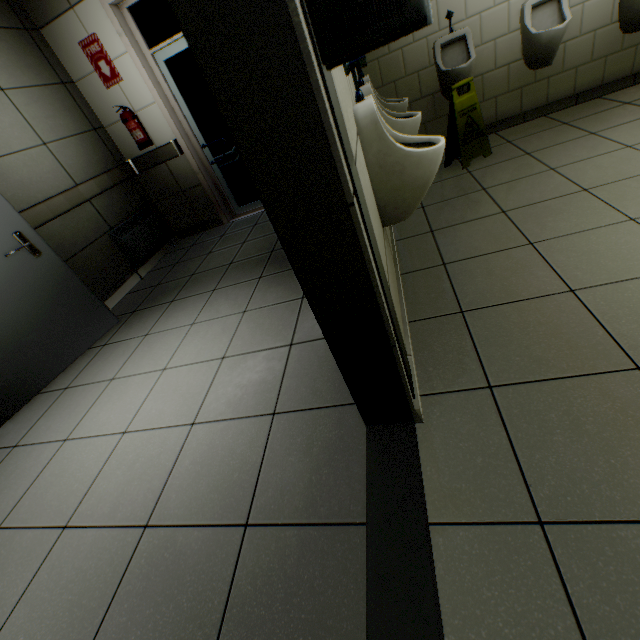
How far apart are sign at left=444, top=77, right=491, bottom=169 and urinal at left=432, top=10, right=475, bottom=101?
0.30m

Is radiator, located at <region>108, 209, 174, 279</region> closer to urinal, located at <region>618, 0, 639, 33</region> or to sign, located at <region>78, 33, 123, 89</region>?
sign, located at <region>78, 33, 123, 89</region>

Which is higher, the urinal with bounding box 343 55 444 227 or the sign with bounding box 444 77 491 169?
the urinal with bounding box 343 55 444 227

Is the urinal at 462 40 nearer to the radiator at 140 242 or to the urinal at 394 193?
the urinal at 394 193

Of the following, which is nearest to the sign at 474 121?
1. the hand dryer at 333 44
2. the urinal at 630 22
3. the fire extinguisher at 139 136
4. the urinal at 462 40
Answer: the urinal at 462 40

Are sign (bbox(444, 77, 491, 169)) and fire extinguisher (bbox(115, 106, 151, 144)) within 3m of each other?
no

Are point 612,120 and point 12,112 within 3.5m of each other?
no

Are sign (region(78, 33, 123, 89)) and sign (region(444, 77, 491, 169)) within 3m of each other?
no
